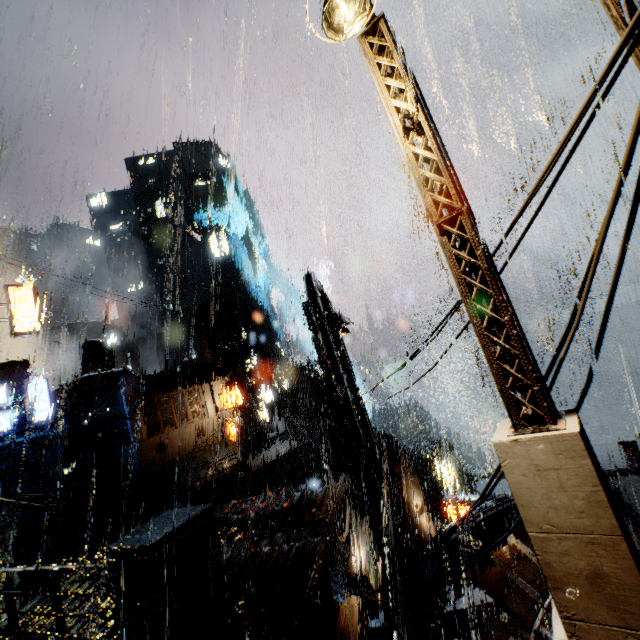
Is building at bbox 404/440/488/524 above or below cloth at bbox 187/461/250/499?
below

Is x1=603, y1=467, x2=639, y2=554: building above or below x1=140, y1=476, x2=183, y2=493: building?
below

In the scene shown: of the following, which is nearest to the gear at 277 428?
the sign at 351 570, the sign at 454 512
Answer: the sign at 454 512

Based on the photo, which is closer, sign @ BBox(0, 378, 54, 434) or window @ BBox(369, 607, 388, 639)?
window @ BBox(369, 607, 388, 639)

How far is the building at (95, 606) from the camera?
7.4m

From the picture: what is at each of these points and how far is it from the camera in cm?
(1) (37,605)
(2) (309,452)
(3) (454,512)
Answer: (1) building, 851
(2) gear, 4478
(3) sign, 1661

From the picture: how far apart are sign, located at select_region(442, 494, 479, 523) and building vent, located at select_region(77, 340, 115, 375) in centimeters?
3989cm

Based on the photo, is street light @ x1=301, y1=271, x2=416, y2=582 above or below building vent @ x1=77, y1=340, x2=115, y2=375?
below
